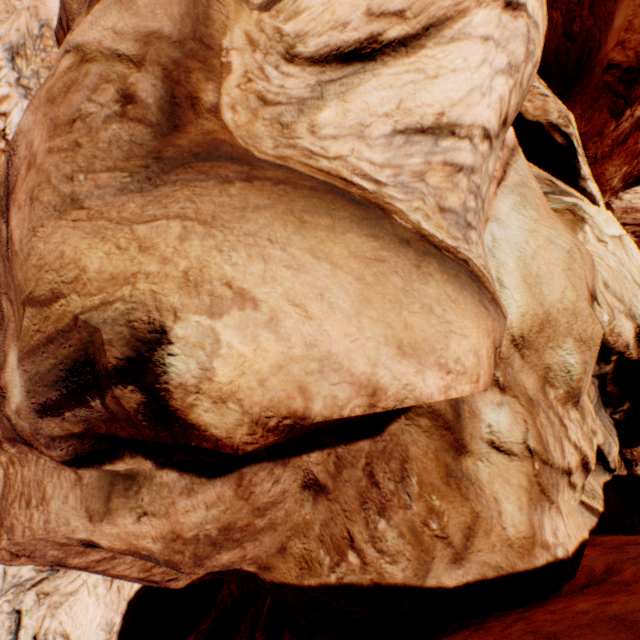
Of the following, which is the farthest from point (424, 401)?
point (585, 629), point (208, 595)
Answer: point (208, 595)
